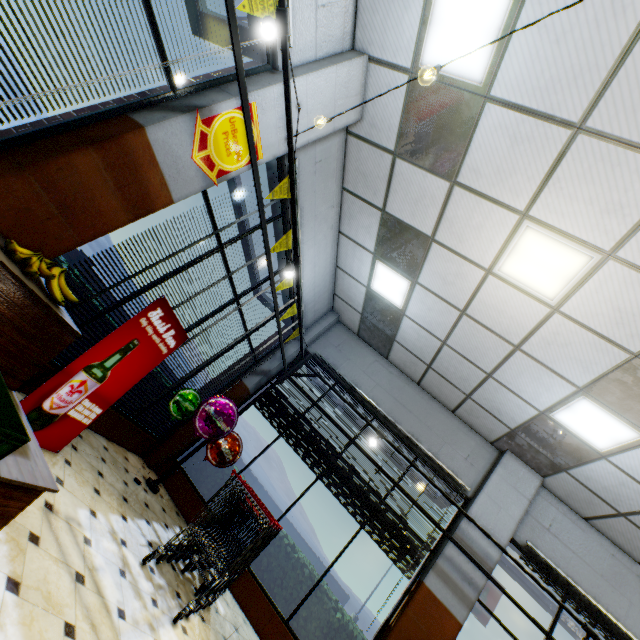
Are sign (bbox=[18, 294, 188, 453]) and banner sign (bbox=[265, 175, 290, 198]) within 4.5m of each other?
yes

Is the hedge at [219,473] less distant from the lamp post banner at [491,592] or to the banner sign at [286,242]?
the banner sign at [286,242]

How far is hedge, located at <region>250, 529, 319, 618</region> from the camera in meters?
5.1 m

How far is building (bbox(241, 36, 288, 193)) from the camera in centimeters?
316cm

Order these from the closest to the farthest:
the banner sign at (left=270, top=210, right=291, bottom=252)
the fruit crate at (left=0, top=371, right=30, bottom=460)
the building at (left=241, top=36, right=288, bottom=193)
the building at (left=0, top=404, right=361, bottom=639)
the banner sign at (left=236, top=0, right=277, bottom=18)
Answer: the fruit crate at (left=0, top=371, right=30, bottom=460), the building at (left=0, top=404, right=361, bottom=639), the banner sign at (left=236, top=0, right=277, bottom=18), the building at (left=241, top=36, right=288, bottom=193), the banner sign at (left=270, top=210, right=291, bottom=252)

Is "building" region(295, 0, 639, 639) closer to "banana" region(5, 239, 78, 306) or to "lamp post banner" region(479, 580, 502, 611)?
"banana" region(5, 239, 78, 306)

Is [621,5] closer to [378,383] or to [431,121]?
[431,121]

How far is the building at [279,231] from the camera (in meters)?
4.70
